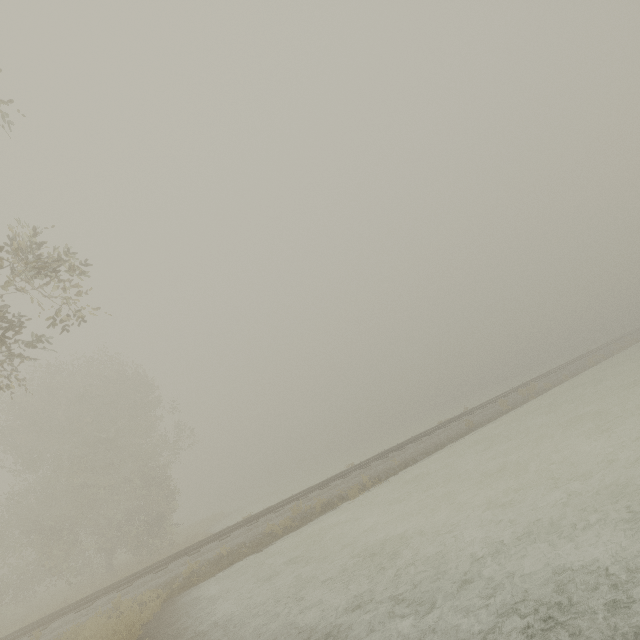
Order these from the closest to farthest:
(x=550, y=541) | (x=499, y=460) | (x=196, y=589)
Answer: (x=550, y=541) → (x=196, y=589) → (x=499, y=460)
